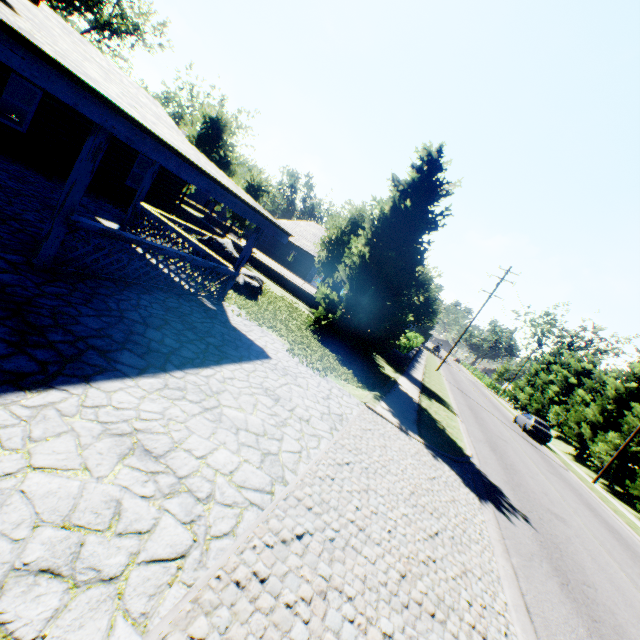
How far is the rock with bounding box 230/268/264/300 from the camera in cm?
1248

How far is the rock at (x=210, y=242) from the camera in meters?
12.3

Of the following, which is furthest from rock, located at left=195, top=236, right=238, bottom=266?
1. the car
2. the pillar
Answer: the car

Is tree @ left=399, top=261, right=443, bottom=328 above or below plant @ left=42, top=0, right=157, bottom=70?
below

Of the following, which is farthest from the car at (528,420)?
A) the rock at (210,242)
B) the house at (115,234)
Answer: the house at (115,234)

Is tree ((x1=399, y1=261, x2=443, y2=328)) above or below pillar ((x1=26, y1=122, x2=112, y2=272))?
above

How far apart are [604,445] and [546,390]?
16.1m

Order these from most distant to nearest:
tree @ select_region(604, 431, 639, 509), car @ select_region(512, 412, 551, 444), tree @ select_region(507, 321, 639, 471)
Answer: car @ select_region(512, 412, 551, 444)
tree @ select_region(507, 321, 639, 471)
tree @ select_region(604, 431, 639, 509)
